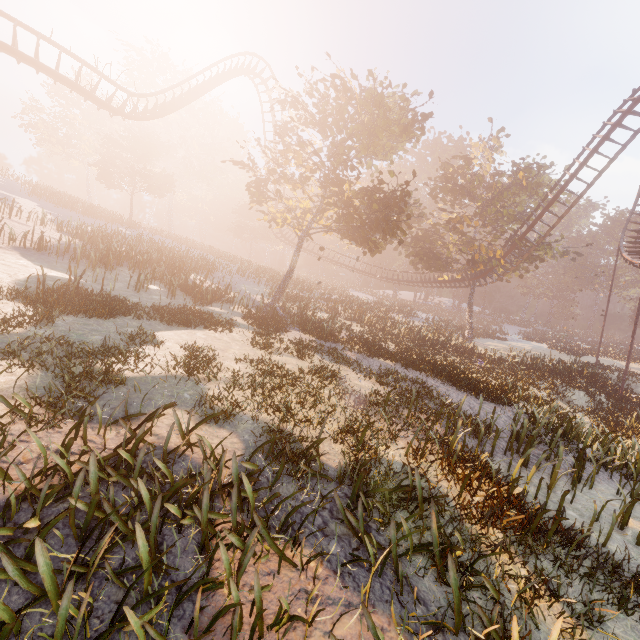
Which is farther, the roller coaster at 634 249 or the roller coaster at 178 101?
the roller coaster at 634 249

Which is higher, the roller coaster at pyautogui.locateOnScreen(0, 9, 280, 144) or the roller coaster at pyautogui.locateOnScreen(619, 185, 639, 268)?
the roller coaster at pyautogui.locateOnScreen(0, 9, 280, 144)

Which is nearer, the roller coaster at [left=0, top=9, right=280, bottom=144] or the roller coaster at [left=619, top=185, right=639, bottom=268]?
the roller coaster at [left=0, top=9, right=280, bottom=144]

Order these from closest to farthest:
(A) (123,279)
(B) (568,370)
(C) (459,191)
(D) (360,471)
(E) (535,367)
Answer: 1. (D) (360,471)
2. (A) (123,279)
3. (B) (568,370)
4. (E) (535,367)
5. (C) (459,191)

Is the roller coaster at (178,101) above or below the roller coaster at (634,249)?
above
